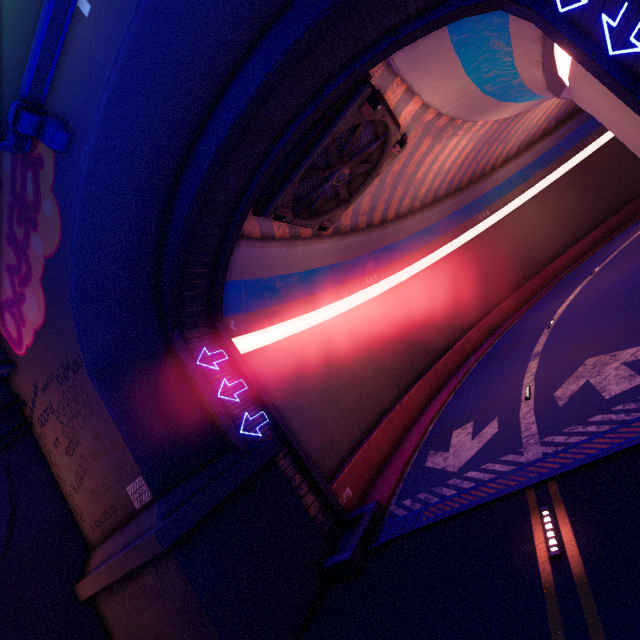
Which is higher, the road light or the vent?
the vent

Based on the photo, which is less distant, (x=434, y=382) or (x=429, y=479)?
Result: (x=429, y=479)

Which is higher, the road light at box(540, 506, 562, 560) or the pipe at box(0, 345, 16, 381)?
the pipe at box(0, 345, 16, 381)

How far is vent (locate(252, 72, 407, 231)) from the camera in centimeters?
1035cm

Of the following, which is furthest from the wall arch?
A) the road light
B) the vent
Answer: the road light

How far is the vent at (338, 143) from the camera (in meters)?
10.35

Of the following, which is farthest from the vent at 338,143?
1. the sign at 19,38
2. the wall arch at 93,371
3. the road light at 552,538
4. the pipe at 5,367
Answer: the road light at 552,538

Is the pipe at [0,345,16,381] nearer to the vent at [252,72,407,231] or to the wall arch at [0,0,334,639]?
the wall arch at [0,0,334,639]
